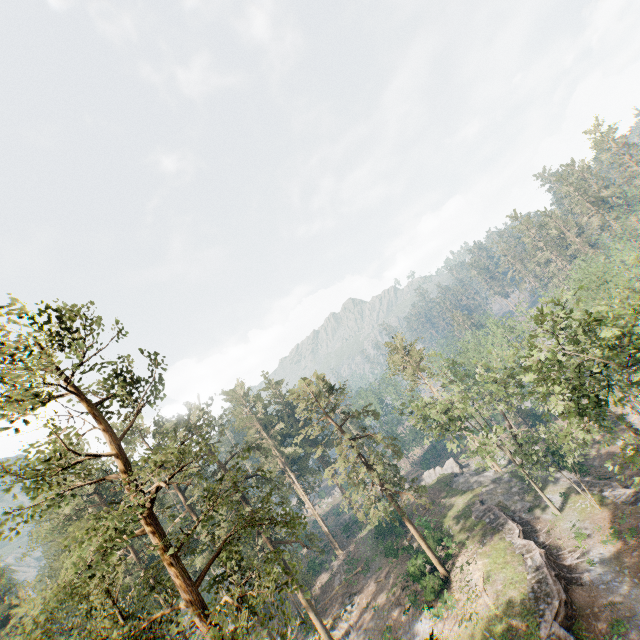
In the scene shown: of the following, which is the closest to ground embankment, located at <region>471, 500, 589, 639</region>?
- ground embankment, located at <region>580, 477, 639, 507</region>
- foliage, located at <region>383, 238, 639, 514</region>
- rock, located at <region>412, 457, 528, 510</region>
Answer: rock, located at <region>412, 457, 528, 510</region>

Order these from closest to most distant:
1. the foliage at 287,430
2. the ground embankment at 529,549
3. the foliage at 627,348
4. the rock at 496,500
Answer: the foliage at 287,430, the foliage at 627,348, the ground embankment at 529,549, the rock at 496,500

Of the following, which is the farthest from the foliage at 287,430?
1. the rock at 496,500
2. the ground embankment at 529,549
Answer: the ground embankment at 529,549

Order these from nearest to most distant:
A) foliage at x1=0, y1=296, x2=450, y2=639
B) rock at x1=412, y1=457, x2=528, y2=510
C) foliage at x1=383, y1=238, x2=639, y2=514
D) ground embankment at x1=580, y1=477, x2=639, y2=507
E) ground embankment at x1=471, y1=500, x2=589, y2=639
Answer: foliage at x1=0, y1=296, x2=450, y2=639 → foliage at x1=383, y1=238, x2=639, y2=514 → ground embankment at x1=471, y1=500, x2=589, y2=639 → ground embankment at x1=580, y1=477, x2=639, y2=507 → rock at x1=412, y1=457, x2=528, y2=510

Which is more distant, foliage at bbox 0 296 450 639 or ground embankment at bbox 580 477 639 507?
ground embankment at bbox 580 477 639 507

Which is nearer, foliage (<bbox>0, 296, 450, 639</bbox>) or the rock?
foliage (<bbox>0, 296, 450, 639</bbox>)

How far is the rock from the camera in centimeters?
3934cm

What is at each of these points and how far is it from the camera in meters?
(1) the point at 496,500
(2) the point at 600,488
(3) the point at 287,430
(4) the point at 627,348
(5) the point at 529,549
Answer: (1) rock, 39.9 m
(2) ground embankment, 33.3 m
(3) foliage, 57.7 m
(4) foliage, 24.3 m
(5) ground embankment, 28.4 m
